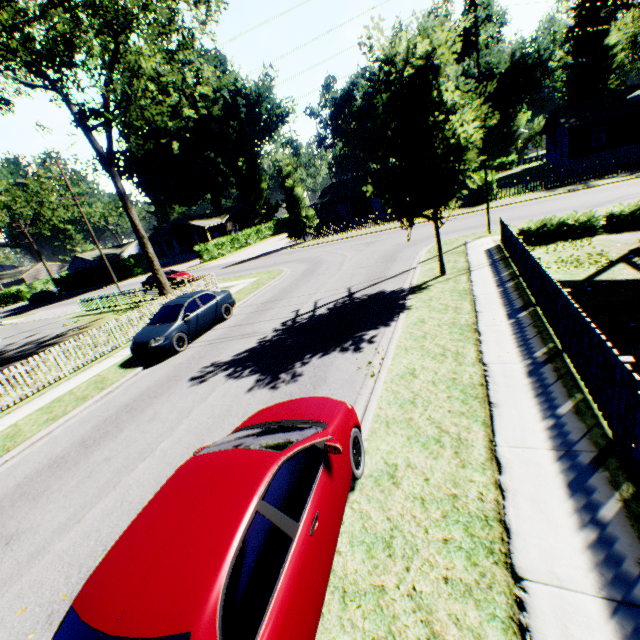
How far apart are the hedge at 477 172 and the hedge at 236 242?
31.1m

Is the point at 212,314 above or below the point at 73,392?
above

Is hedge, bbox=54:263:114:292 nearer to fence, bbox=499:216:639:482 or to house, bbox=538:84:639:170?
fence, bbox=499:216:639:482

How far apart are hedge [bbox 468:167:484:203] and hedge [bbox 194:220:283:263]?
31.1 meters

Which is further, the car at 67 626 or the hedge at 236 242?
the hedge at 236 242

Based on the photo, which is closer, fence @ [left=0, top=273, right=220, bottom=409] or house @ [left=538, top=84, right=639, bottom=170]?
fence @ [left=0, top=273, right=220, bottom=409]

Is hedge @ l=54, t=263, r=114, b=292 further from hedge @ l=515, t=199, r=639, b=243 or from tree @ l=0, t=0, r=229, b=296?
hedge @ l=515, t=199, r=639, b=243

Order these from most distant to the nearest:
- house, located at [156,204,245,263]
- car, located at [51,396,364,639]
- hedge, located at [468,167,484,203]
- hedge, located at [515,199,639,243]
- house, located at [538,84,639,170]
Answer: house, located at [156,204,245,263]
house, located at [538,84,639,170]
hedge, located at [468,167,484,203]
hedge, located at [515,199,639,243]
car, located at [51,396,364,639]
